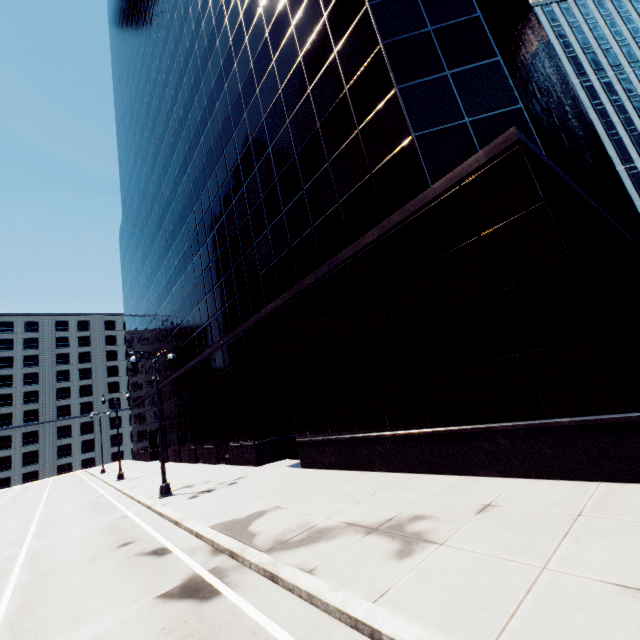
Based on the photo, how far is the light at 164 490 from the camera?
15.88m

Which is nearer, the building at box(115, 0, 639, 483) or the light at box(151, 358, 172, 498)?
the building at box(115, 0, 639, 483)

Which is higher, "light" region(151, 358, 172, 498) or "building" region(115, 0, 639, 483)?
"building" region(115, 0, 639, 483)

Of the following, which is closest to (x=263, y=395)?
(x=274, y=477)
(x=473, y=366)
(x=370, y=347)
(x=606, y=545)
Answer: (x=274, y=477)

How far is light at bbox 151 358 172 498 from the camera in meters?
15.9 m

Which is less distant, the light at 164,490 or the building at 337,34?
the building at 337,34
